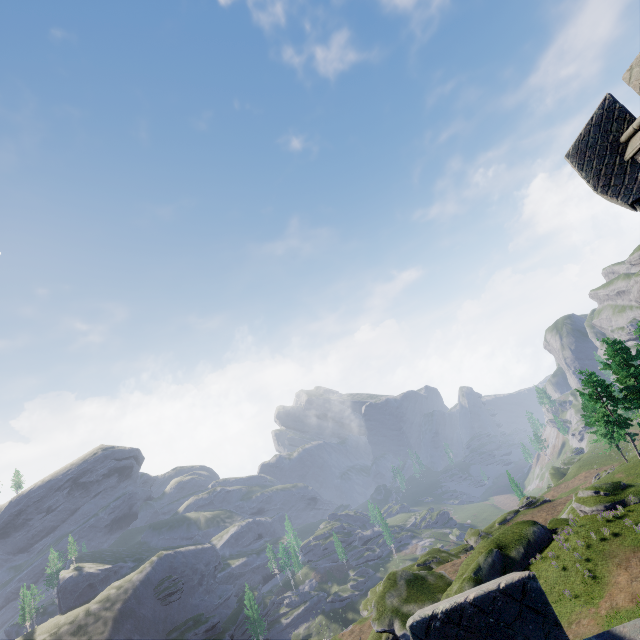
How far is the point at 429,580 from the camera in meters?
34.9 m

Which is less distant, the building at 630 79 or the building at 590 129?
the building at 630 79

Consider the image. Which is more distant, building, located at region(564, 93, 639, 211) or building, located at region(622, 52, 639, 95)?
building, located at region(564, 93, 639, 211)
